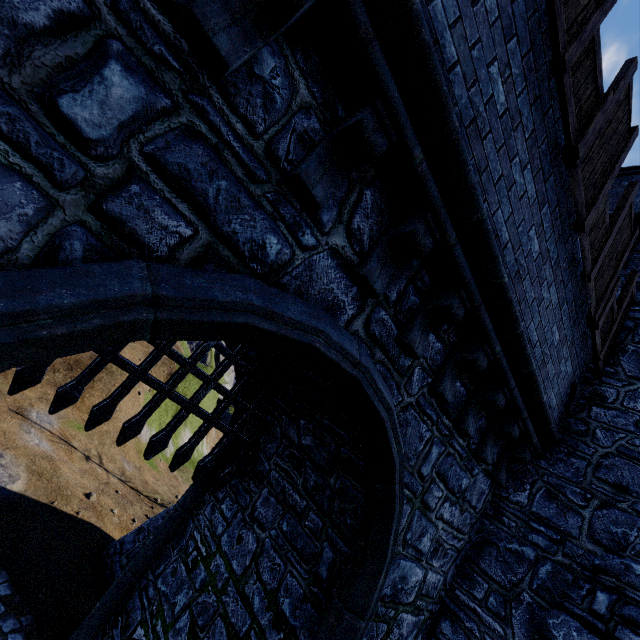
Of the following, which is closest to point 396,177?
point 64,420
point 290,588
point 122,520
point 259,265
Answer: point 259,265

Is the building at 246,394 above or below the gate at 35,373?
above

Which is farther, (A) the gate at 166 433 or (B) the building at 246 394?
(B) the building at 246 394

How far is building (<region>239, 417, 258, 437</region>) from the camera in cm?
664

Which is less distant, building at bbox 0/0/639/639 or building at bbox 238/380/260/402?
building at bbox 0/0/639/639

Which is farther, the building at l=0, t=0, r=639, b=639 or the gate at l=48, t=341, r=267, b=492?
the gate at l=48, t=341, r=267, b=492

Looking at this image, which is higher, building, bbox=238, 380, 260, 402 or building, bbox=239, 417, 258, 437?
building, bbox=238, 380, 260, 402
